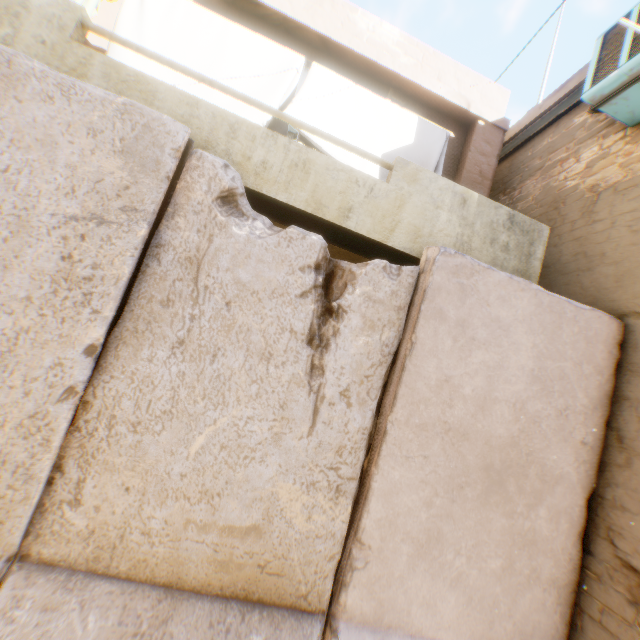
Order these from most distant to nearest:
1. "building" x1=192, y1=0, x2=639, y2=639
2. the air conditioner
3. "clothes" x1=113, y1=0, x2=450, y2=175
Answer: "clothes" x1=113, y1=0, x2=450, y2=175
the air conditioner
"building" x1=192, y1=0, x2=639, y2=639

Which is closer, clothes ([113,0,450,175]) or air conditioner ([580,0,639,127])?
air conditioner ([580,0,639,127])

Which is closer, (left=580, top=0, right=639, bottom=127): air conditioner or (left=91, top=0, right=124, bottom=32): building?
(left=580, top=0, right=639, bottom=127): air conditioner

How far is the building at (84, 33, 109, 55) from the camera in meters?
4.2 m

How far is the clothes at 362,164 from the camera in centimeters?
385cm

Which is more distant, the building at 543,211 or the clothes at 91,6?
the clothes at 91,6

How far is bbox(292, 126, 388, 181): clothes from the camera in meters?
3.9

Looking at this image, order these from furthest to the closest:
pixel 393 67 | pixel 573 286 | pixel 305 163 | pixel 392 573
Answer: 1. pixel 393 67
2. pixel 573 286
3. pixel 305 163
4. pixel 392 573
